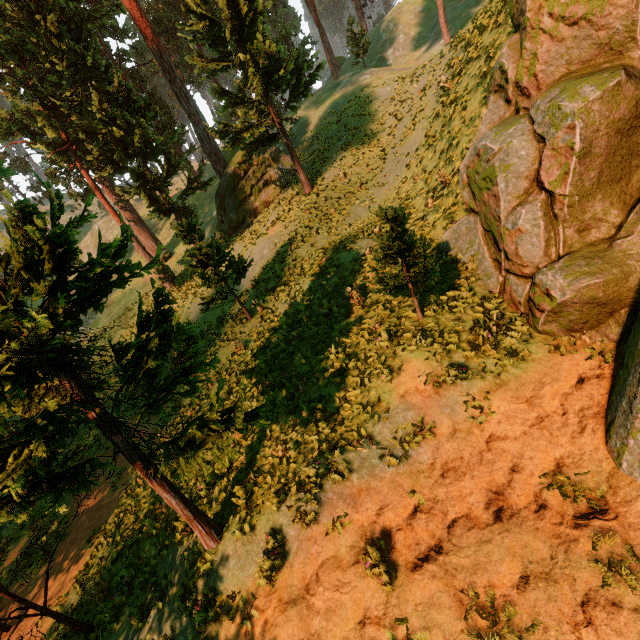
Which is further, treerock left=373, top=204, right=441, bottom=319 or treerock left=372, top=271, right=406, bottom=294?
treerock left=372, top=271, right=406, bottom=294

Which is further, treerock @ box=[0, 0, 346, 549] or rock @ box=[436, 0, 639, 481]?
rock @ box=[436, 0, 639, 481]

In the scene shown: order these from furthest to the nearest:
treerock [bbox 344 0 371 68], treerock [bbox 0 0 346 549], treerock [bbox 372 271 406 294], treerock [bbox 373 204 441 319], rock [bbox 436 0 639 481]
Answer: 1. treerock [bbox 344 0 371 68]
2. treerock [bbox 372 271 406 294]
3. treerock [bbox 373 204 441 319]
4. rock [bbox 436 0 639 481]
5. treerock [bbox 0 0 346 549]

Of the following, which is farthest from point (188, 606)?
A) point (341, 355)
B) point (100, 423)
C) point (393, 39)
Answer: point (393, 39)

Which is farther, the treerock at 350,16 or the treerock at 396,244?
the treerock at 350,16

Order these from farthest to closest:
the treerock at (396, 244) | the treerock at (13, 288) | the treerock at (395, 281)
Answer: the treerock at (395, 281)
the treerock at (396, 244)
the treerock at (13, 288)
